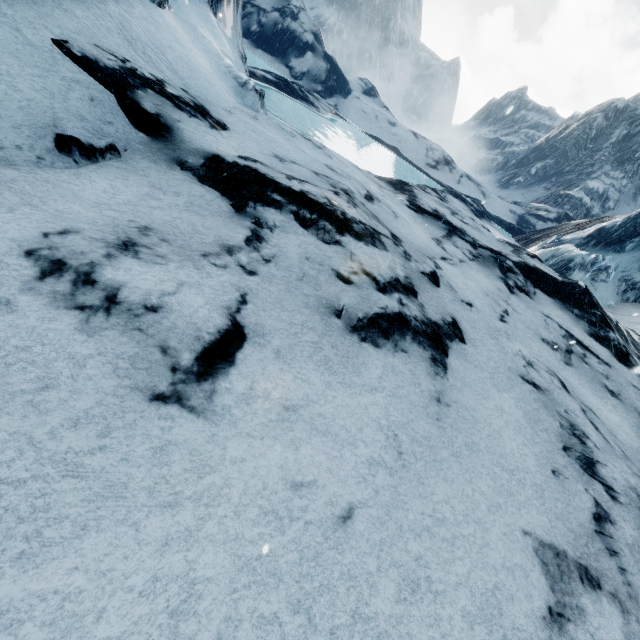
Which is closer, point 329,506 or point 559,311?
point 329,506
